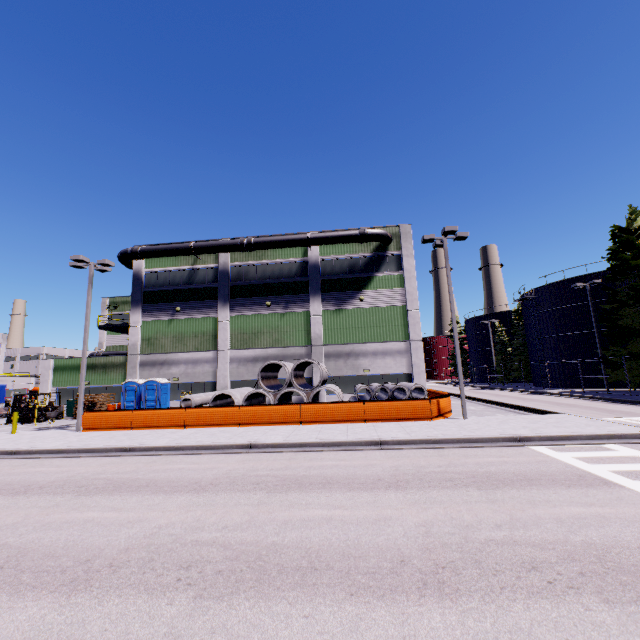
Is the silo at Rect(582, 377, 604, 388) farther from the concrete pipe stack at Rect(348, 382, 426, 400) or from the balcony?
the balcony

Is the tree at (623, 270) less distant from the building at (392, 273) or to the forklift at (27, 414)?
the building at (392, 273)

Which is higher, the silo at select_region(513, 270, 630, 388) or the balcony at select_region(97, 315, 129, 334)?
the balcony at select_region(97, 315, 129, 334)

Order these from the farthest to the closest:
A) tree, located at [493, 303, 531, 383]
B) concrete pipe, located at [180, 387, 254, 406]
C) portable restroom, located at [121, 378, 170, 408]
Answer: tree, located at [493, 303, 531, 383] < portable restroom, located at [121, 378, 170, 408] < concrete pipe, located at [180, 387, 254, 406]

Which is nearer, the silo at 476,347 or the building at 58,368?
the building at 58,368

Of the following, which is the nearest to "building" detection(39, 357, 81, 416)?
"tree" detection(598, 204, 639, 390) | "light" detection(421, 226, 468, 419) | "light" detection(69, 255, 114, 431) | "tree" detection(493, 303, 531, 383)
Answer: "tree" detection(598, 204, 639, 390)

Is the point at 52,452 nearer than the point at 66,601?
No
